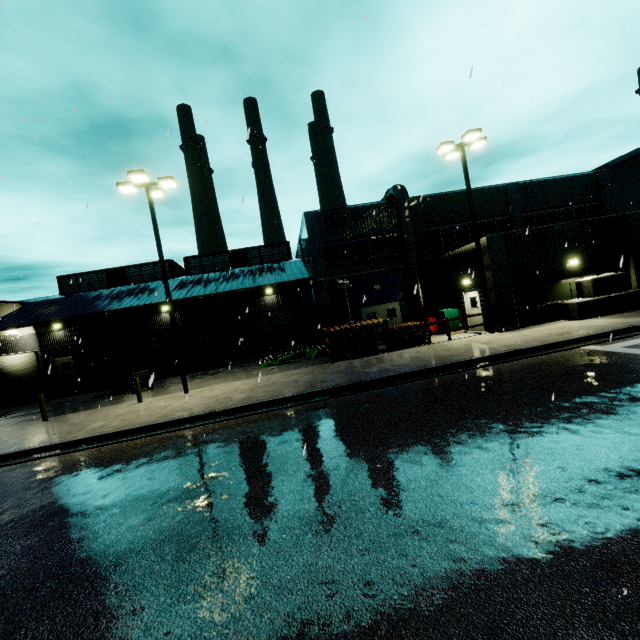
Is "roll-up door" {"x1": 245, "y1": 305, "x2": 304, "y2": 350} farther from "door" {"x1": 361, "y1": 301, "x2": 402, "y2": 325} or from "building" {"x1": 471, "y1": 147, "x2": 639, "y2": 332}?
"door" {"x1": 361, "y1": 301, "x2": 402, "y2": 325}

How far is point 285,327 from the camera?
30.8 meters

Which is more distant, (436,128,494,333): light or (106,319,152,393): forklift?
(106,319,152,393): forklift

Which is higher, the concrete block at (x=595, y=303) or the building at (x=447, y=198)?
the building at (x=447, y=198)

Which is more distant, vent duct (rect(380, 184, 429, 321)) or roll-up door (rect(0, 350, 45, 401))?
roll-up door (rect(0, 350, 45, 401))

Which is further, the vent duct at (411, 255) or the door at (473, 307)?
the vent duct at (411, 255)

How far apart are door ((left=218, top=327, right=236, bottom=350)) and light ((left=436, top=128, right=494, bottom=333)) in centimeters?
2140cm

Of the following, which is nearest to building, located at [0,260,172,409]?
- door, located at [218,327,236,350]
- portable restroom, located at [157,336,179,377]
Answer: door, located at [218,327,236,350]
